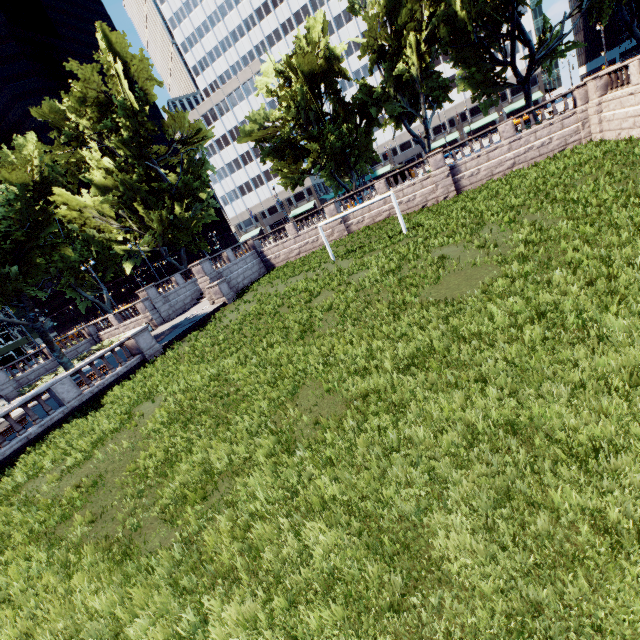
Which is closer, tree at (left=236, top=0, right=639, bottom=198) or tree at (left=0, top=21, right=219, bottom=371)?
tree at (left=0, top=21, right=219, bottom=371)

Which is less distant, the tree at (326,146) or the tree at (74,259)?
the tree at (74,259)

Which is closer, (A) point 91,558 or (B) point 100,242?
(A) point 91,558
